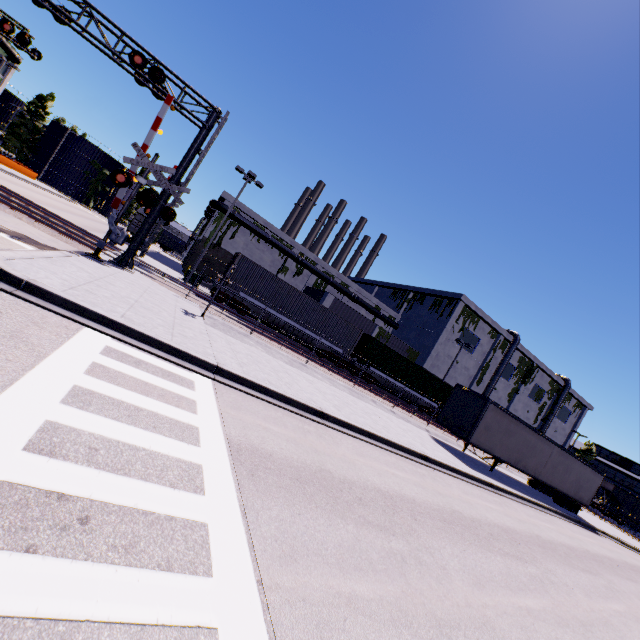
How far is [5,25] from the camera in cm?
1811

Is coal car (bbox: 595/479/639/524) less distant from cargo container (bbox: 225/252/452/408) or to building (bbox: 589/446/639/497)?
building (bbox: 589/446/639/497)

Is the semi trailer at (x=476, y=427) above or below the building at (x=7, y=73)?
below

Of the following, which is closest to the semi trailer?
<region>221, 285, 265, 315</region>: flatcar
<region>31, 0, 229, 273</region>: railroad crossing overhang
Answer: <region>221, 285, 265, 315</region>: flatcar

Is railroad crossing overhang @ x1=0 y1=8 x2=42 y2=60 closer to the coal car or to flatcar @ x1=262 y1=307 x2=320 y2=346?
flatcar @ x1=262 y1=307 x2=320 y2=346

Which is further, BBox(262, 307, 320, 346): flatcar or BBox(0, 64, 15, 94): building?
BBox(0, 64, 15, 94): building

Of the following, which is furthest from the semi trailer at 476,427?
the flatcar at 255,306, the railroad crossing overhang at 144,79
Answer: the railroad crossing overhang at 144,79

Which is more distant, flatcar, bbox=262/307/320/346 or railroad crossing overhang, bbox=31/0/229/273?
flatcar, bbox=262/307/320/346
